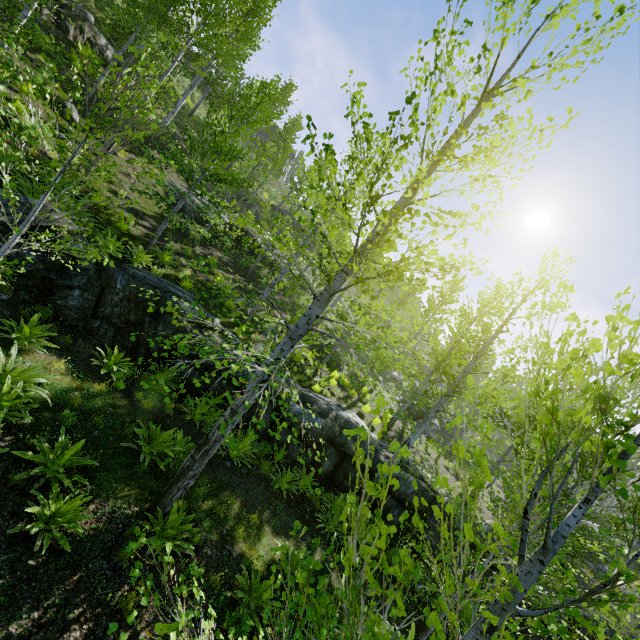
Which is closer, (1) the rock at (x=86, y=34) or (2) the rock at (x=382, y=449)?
(2) the rock at (x=382, y=449)

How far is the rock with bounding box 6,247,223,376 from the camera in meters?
7.9

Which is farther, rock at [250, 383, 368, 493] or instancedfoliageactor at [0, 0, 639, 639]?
rock at [250, 383, 368, 493]

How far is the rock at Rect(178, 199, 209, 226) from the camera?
17.2 meters

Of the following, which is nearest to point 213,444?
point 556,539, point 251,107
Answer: point 556,539

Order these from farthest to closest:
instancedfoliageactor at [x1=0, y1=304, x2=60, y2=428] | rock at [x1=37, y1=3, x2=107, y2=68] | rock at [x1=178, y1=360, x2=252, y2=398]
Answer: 1. rock at [x1=37, y1=3, x2=107, y2=68]
2. rock at [x1=178, y1=360, x2=252, y2=398]
3. instancedfoliageactor at [x1=0, y1=304, x2=60, y2=428]

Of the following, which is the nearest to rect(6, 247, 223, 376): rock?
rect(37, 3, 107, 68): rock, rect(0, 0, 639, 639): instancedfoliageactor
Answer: rect(0, 0, 639, 639): instancedfoliageactor

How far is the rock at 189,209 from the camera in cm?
1717
